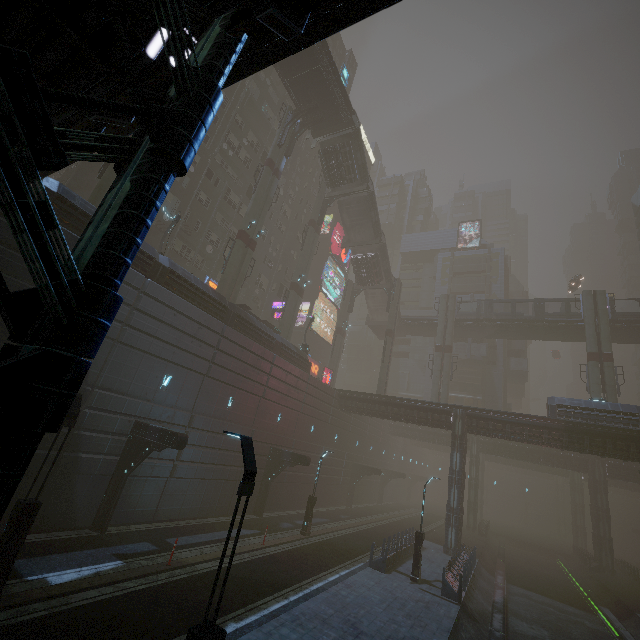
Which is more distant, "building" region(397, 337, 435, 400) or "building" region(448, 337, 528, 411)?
"building" region(397, 337, 435, 400)

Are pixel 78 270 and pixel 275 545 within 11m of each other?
no

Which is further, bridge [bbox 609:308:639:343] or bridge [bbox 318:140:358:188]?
bridge [bbox 609:308:639:343]

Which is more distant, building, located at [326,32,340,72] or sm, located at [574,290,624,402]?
building, located at [326,32,340,72]

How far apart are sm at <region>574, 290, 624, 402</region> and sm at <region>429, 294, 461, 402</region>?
12.9m

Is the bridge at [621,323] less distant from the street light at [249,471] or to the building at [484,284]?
the building at [484,284]

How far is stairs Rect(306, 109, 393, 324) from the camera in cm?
3653

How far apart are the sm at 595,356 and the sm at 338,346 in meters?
28.2
